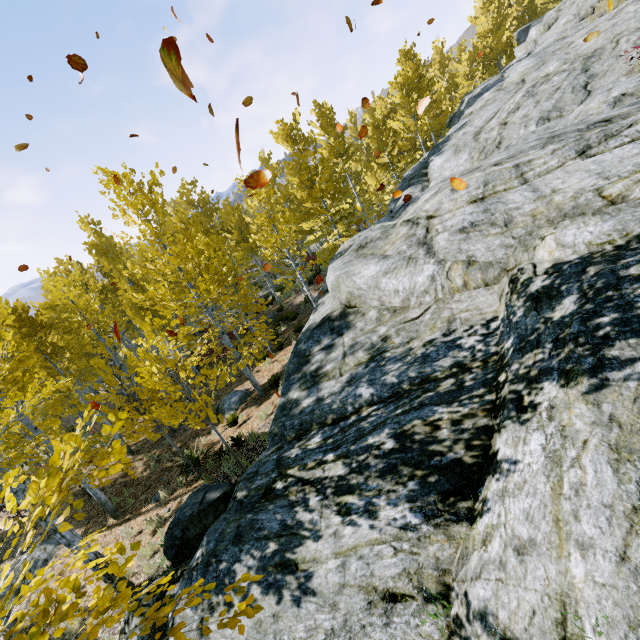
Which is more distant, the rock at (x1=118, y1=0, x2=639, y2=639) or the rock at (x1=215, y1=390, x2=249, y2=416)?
the rock at (x1=215, y1=390, x2=249, y2=416)

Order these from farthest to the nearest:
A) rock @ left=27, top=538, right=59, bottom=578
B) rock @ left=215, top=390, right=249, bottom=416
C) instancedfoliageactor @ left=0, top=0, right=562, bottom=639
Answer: rock @ left=215, top=390, right=249, bottom=416 < rock @ left=27, top=538, right=59, bottom=578 < instancedfoliageactor @ left=0, top=0, right=562, bottom=639

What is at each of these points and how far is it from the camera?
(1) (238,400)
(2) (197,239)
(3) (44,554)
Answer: (1) rock, 13.9 meters
(2) instancedfoliageactor, 10.6 meters
(3) rock, 11.3 meters

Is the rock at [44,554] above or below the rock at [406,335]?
below

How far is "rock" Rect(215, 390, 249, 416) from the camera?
13.73m

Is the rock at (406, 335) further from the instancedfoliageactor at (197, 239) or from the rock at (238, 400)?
the rock at (238, 400)

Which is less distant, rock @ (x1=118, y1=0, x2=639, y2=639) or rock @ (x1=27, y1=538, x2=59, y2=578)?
rock @ (x1=118, y1=0, x2=639, y2=639)

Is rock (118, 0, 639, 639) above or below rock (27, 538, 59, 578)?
above
